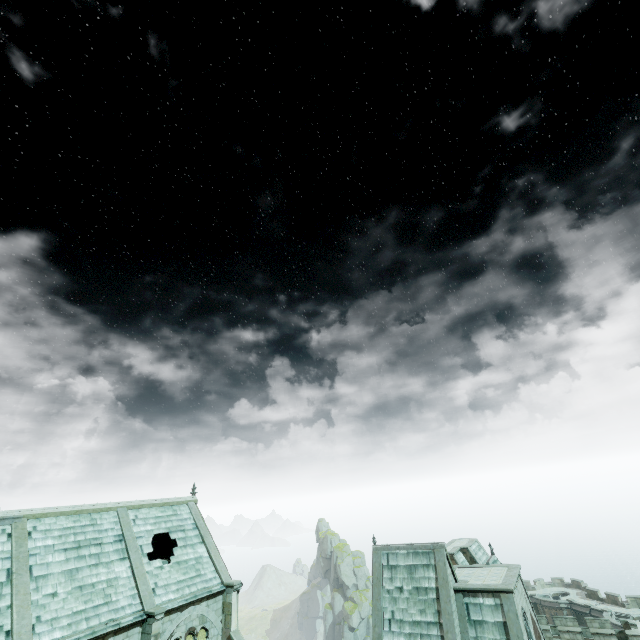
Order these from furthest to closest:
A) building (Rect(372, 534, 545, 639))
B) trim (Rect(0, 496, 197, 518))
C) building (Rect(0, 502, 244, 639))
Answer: building (Rect(372, 534, 545, 639)) < trim (Rect(0, 496, 197, 518)) < building (Rect(0, 502, 244, 639))

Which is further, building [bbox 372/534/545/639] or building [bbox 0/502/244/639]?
building [bbox 372/534/545/639]

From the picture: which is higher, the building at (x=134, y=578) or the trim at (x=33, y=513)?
the trim at (x=33, y=513)

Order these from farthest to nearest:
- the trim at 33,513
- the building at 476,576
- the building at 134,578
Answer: the building at 476,576, the trim at 33,513, the building at 134,578

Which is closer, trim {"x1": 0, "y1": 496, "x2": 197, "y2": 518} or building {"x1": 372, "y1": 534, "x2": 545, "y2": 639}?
trim {"x1": 0, "y1": 496, "x2": 197, "y2": 518}

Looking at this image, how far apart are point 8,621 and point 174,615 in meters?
8.4 m

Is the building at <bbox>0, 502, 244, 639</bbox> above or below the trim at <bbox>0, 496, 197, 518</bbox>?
below
